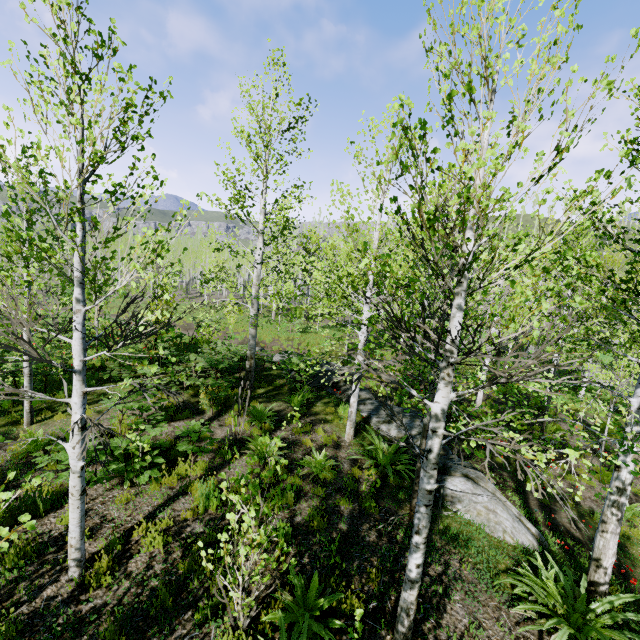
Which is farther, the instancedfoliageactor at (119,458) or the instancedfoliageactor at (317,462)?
the instancedfoliageactor at (317,462)

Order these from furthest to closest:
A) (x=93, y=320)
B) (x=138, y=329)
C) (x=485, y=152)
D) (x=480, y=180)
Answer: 1. (x=93, y=320)
2. (x=138, y=329)
3. (x=485, y=152)
4. (x=480, y=180)

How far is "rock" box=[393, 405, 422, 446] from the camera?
9.6m

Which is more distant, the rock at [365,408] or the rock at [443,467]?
the rock at [365,408]

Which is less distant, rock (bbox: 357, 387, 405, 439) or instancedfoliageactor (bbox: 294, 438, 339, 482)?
instancedfoliageactor (bbox: 294, 438, 339, 482)

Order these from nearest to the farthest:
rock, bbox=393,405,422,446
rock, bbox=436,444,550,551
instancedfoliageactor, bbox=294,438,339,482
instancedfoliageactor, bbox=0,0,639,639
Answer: instancedfoliageactor, bbox=0,0,639,639 < rock, bbox=436,444,550,551 < instancedfoliageactor, bbox=294,438,339,482 < rock, bbox=393,405,422,446
